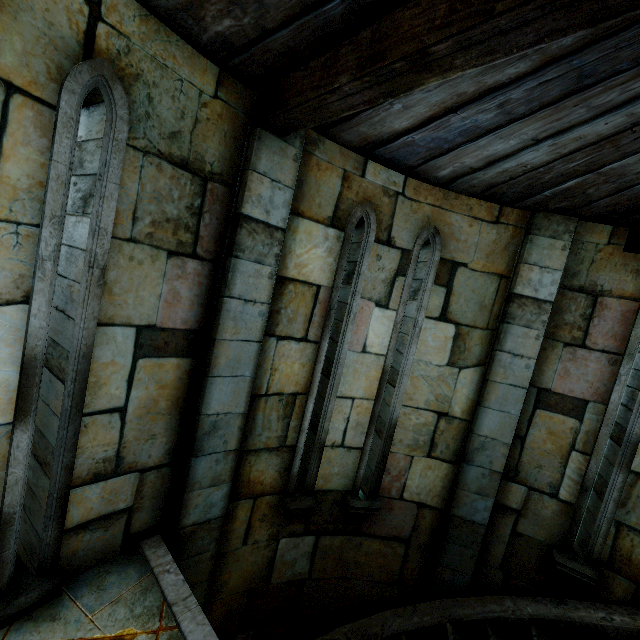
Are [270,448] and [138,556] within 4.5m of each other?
yes
